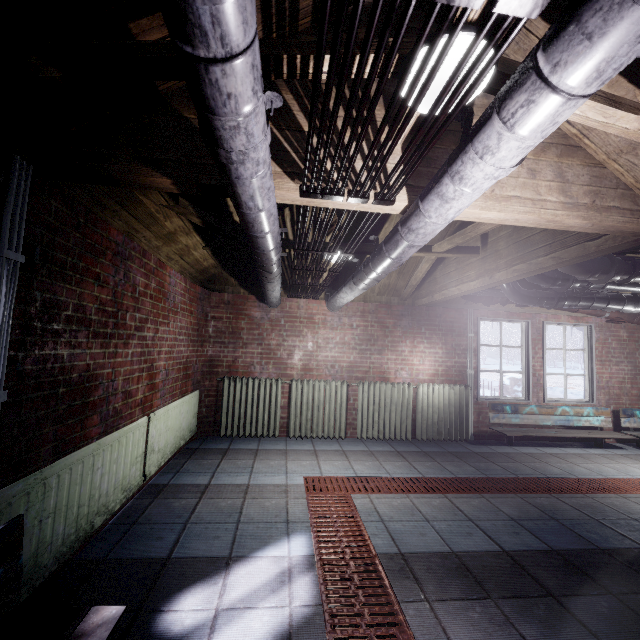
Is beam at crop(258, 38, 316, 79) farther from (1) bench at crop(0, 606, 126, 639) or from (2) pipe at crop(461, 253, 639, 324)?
(2) pipe at crop(461, 253, 639, 324)

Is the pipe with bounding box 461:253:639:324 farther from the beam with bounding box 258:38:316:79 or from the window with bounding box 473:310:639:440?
the beam with bounding box 258:38:316:79

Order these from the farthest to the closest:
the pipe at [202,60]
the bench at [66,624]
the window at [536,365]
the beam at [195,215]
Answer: the window at [536,365]
the beam at [195,215]
the bench at [66,624]
the pipe at [202,60]

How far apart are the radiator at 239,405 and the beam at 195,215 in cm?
126

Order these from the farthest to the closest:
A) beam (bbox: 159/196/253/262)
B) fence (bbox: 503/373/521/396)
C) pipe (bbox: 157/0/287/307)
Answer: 1. fence (bbox: 503/373/521/396)
2. beam (bbox: 159/196/253/262)
3. pipe (bbox: 157/0/287/307)

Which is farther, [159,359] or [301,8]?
[159,359]

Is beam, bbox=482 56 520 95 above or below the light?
above

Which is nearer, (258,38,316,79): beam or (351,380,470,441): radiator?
(258,38,316,79): beam
